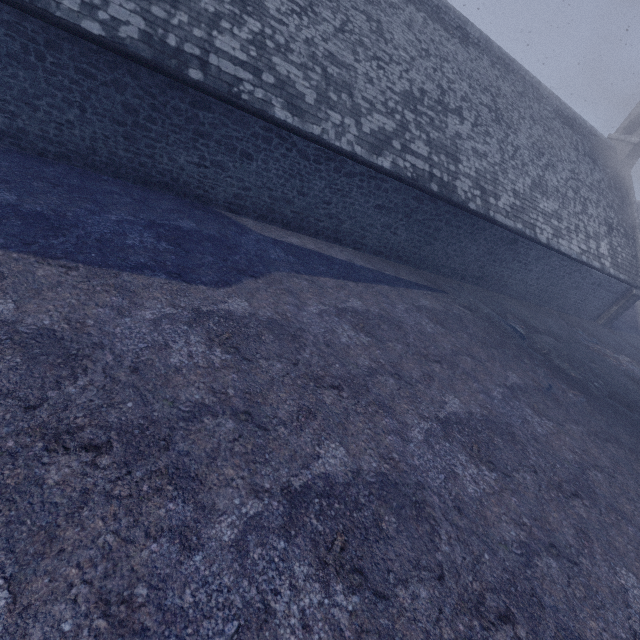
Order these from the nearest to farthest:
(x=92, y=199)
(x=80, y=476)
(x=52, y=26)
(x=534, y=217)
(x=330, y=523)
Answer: (x=80, y=476), (x=330, y=523), (x=52, y=26), (x=92, y=199), (x=534, y=217)
